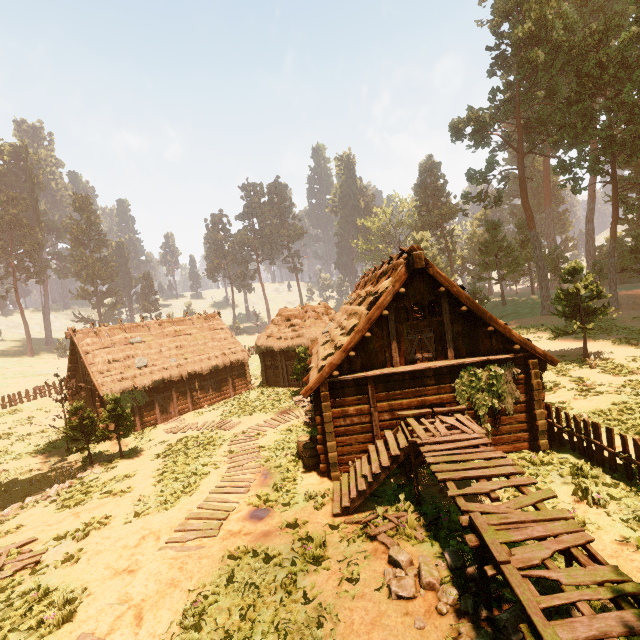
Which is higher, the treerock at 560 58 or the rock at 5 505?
the treerock at 560 58

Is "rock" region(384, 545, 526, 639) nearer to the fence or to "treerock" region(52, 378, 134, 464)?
"treerock" region(52, 378, 134, 464)

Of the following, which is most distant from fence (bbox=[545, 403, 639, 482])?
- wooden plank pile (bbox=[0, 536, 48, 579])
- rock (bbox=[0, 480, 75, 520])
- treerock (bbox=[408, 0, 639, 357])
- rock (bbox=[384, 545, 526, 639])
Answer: rock (bbox=[0, 480, 75, 520])

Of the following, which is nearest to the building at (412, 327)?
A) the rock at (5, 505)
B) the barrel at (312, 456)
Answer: the barrel at (312, 456)

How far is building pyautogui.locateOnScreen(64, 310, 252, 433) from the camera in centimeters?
2286cm

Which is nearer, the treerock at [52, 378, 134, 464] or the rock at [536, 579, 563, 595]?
the rock at [536, 579, 563, 595]

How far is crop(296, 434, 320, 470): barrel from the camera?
12.58m

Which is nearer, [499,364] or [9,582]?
[9,582]
